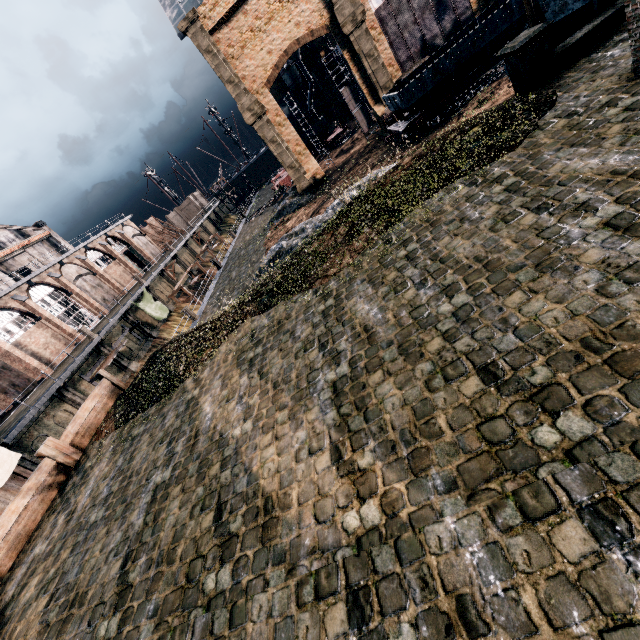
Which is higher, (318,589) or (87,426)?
(87,426)

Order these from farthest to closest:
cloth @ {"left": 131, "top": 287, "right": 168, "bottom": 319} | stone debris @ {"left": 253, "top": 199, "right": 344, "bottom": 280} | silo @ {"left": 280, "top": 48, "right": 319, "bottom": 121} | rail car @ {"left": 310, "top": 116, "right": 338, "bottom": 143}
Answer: rail car @ {"left": 310, "top": 116, "right": 338, "bottom": 143} < silo @ {"left": 280, "top": 48, "right": 319, "bottom": 121} < cloth @ {"left": 131, "top": 287, "right": 168, "bottom": 319} < stone debris @ {"left": 253, "top": 199, "right": 344, "bottom": 280}

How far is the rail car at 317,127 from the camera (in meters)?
52.28

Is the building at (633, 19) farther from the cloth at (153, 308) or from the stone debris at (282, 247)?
the cloth at (153, 308)

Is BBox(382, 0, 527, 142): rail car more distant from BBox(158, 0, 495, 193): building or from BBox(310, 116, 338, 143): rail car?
BBox(310, 116, 338, 143): rail car

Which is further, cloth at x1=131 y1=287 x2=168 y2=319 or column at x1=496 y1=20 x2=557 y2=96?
cloth at x1=131 y1=287 x2=168 y2=319

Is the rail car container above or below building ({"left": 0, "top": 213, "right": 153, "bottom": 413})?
below

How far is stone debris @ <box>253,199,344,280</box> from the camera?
24.1m
